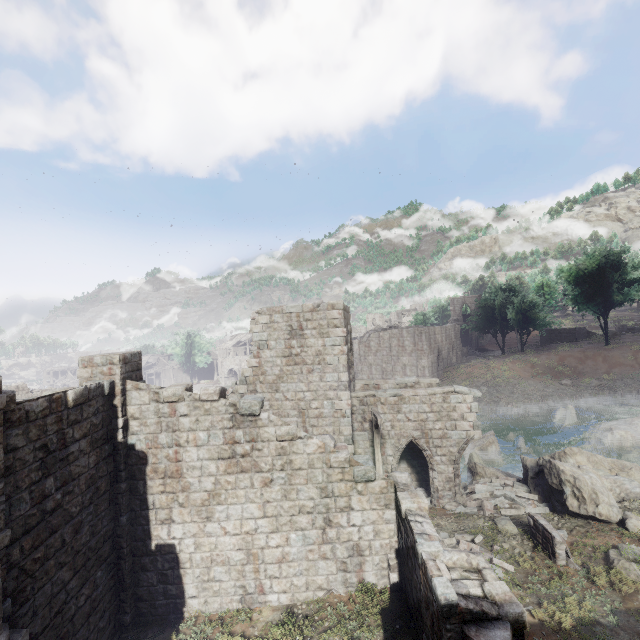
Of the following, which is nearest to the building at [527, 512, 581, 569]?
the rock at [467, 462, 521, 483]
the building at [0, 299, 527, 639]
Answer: the building at [0, 299, 527, 639]

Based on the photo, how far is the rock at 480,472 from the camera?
17.5 meters

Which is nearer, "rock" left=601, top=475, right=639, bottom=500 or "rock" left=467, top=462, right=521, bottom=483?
"rock" left=601, top=475, right=639, bottom=500

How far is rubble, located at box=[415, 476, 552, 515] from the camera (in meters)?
13.55

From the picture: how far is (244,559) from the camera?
10.2m

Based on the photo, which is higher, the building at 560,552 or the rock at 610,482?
the building at 560,552

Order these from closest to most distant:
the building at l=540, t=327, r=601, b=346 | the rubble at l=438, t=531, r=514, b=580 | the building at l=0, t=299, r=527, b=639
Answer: the building at l=0, t=299, r=527, b=639, the rubble at l=438, t=531, r=514, b=580, the building at l=540, t=327, r=601, b=346

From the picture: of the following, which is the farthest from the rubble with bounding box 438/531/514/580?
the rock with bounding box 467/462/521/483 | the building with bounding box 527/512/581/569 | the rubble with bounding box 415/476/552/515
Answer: the rock with bounding box 467/462/521/483
